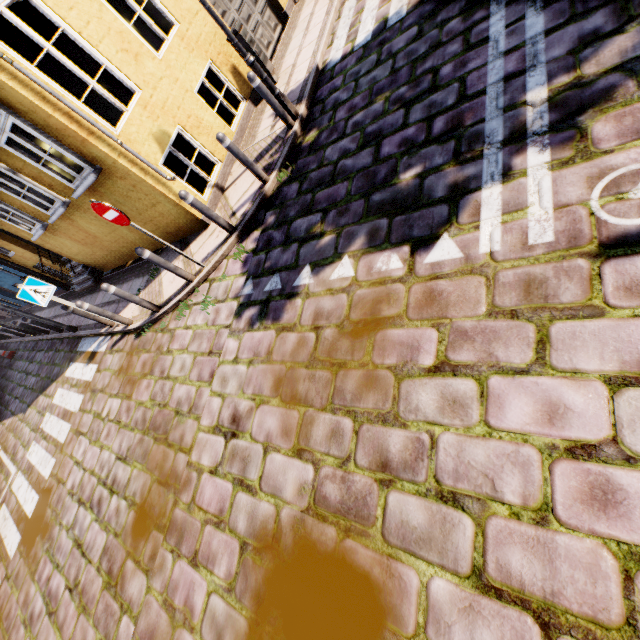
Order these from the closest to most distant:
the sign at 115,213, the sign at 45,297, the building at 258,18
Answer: the sign at 115,213
the sign at 45,297
the building at 258,18

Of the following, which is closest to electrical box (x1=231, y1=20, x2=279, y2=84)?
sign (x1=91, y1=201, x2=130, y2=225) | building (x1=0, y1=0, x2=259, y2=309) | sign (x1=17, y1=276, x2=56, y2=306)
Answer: building (x1=0, y1=0, x2=259, y2=309)

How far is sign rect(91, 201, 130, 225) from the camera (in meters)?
4.79

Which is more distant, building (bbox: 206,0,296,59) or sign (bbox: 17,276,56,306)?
building (bbox: 206,0,296,59)

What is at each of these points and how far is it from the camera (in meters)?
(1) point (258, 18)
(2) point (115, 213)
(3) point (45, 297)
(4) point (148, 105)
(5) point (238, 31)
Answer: (1) building, 8.61
(2) sign, 4.93
(3) sign, 6.78
(4) building, 5.97
(5) electrical box, 6.83

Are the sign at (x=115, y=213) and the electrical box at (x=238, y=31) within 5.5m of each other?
yes

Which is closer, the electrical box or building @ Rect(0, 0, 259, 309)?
building @ Rect(0, 0, 259, 309)

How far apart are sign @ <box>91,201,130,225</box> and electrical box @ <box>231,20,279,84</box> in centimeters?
497cm
